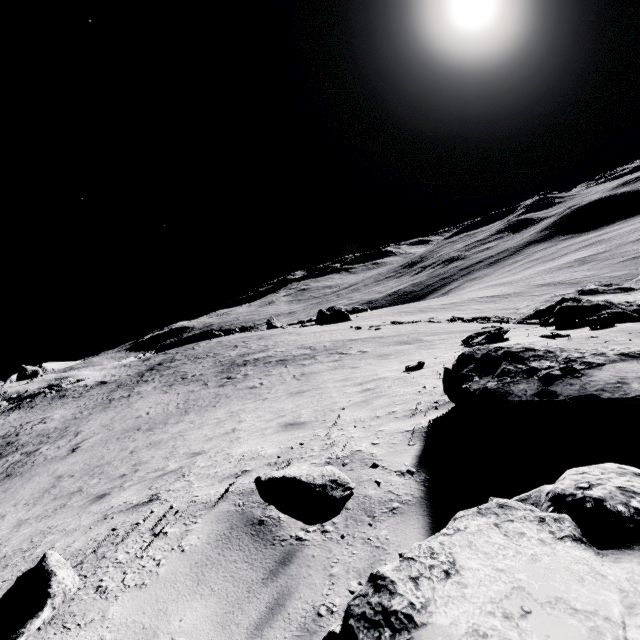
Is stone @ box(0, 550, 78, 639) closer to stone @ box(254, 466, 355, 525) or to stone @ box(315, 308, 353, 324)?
stone @ box(254, 466, 355, 525)

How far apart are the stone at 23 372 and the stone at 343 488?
76.8 meters

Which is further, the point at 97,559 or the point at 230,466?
the point at 230,466

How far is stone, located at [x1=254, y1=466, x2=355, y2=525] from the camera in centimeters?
190cm

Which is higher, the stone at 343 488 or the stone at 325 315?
the stone at 343 488

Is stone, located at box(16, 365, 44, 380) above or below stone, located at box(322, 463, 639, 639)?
above

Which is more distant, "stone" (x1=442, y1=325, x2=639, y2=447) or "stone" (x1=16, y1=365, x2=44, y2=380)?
"stone" (x1=16, y1=365, x2=44, y2=380)

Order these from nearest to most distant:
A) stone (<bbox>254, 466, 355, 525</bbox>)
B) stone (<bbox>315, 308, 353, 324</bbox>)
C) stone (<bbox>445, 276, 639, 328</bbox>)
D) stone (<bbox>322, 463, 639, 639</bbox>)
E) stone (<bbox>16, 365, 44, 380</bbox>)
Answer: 1. stone (<bbox>322, 463, 639, 639</bbox>)
2. stone (<bbox>254, 466, 355, 525</bbox>)
3. stone (<bbox>445, 276, 639, 328</bbox>)
4. stone (<bbox>315, 308, 353, 324</bbox>)
5. stone (<bbox>16, 365, 44, 380</bbox>)
